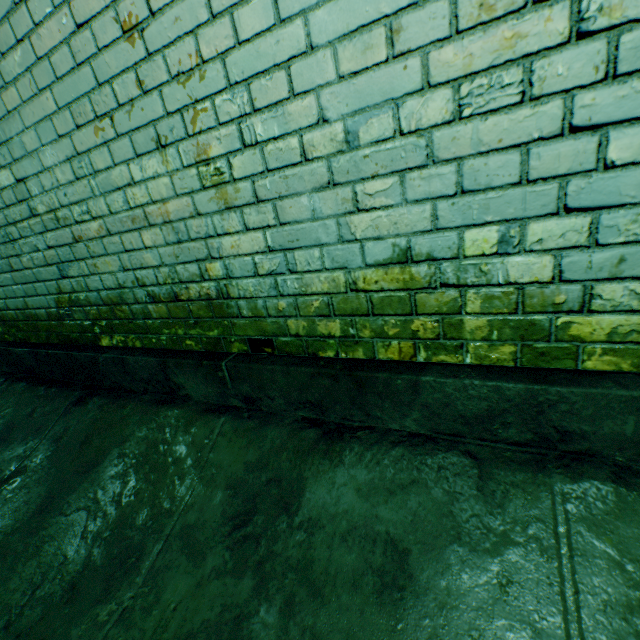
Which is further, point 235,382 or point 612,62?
point 235,382
